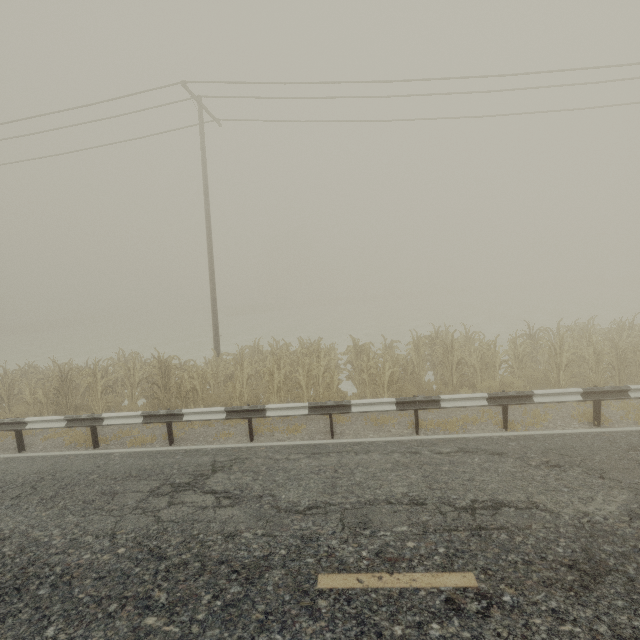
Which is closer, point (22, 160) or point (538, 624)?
point (538, 624)

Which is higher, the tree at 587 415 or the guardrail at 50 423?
the guardrail at 50 423

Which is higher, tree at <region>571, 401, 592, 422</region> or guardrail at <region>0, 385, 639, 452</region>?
guardrail at <region>0, 385, 639, 452</region>

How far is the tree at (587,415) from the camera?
7.51m

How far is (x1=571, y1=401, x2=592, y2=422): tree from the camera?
7.51m
